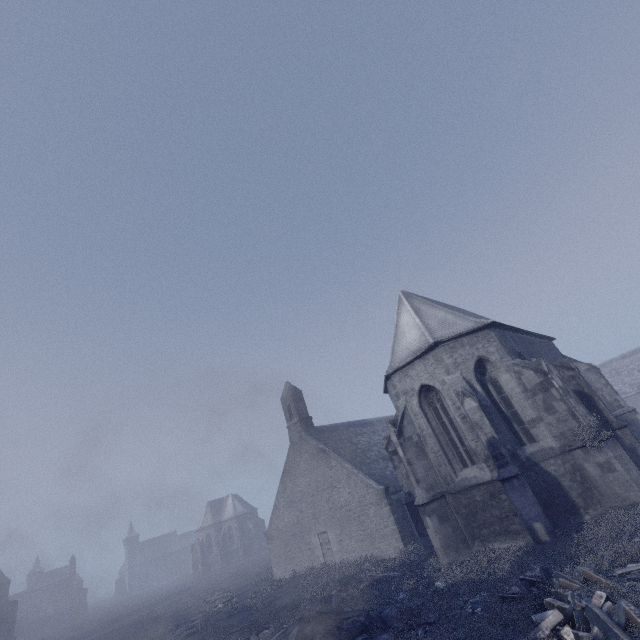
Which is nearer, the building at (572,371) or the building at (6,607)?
the building at (572,371)

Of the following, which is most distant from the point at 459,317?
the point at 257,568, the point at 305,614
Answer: the point at 257,568

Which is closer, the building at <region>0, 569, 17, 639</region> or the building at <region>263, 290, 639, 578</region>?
the building at <region>263, 290, 639, 578</region>
